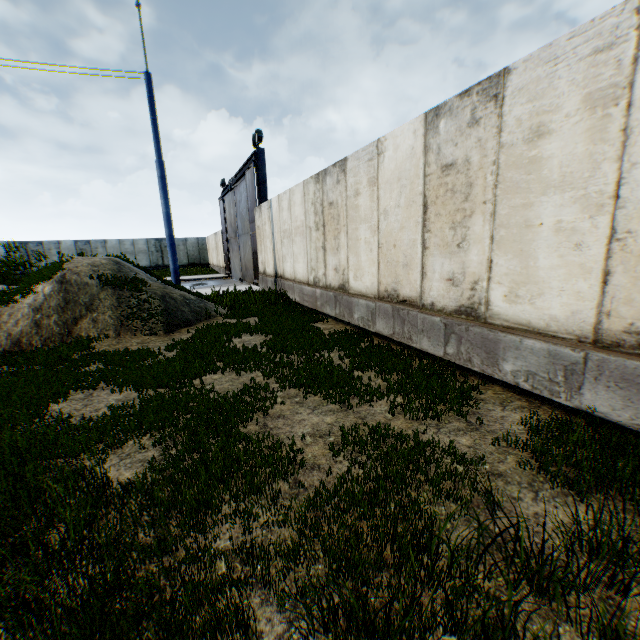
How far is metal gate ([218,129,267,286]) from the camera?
14.36m

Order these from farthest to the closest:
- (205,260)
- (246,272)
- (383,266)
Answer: (205,260), (246,272), (383,266)

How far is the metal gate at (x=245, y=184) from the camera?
14.36m
